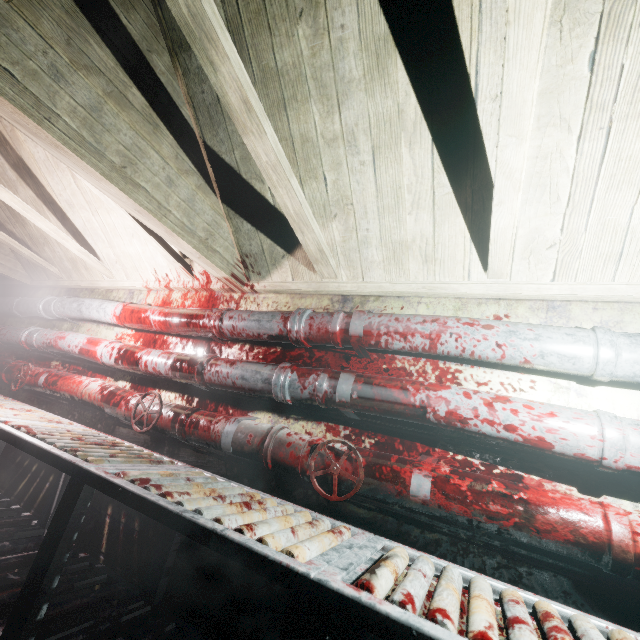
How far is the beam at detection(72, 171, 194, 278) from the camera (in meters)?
1.96

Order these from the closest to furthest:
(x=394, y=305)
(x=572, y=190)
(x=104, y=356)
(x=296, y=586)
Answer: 1. (x=296, y=586)
2. (x=572, y=190)
3. (x=394, y=305)
4. (x=104, y=356)

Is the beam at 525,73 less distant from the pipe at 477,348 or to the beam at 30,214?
the pipe at 477,348

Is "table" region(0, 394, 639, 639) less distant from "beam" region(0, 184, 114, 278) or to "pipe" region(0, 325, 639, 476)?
"pipe" region(0, 325, 639, 476)

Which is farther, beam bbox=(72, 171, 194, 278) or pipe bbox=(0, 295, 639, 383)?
beam bbox=(72, 171, 194, 278)

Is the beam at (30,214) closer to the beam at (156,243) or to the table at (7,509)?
the beam at (156,243)

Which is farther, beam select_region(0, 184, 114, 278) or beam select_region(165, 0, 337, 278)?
beam select_region(0, 184, 114, 278)

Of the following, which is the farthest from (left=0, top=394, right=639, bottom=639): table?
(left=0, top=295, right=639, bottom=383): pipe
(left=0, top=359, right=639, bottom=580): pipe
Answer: (left=0, top=295, right=639, bottom=383): pipe
